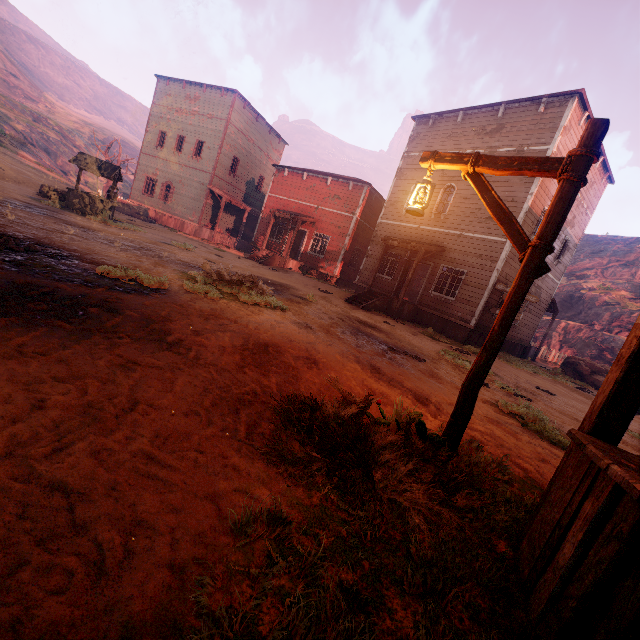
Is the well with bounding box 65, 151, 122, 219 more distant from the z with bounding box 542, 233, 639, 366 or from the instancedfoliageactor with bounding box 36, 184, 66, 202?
the instancedfoliageactor with bounding box 36, 184, 66, 202

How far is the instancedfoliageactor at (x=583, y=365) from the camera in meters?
16.4

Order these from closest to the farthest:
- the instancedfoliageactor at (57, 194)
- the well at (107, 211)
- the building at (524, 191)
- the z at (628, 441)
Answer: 1. the z at (628, 441)
2. the well at (107, 211)
3. the building at (524, 191)
4. the instancedfoliageactor at (57, 194)

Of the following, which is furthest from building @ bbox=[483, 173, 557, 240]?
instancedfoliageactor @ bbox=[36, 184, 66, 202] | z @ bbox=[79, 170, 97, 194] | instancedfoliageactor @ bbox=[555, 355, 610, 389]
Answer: z @ bbox=[79, 170, 97, 194]

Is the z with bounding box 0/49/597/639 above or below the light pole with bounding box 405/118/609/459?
below

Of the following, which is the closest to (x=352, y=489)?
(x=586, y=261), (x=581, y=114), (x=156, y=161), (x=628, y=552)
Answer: (x=628, y=552)

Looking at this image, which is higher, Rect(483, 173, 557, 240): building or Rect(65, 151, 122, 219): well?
Rect(483, 173, 557, 240): building

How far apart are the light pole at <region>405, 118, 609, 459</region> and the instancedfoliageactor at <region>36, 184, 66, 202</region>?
16.92m
